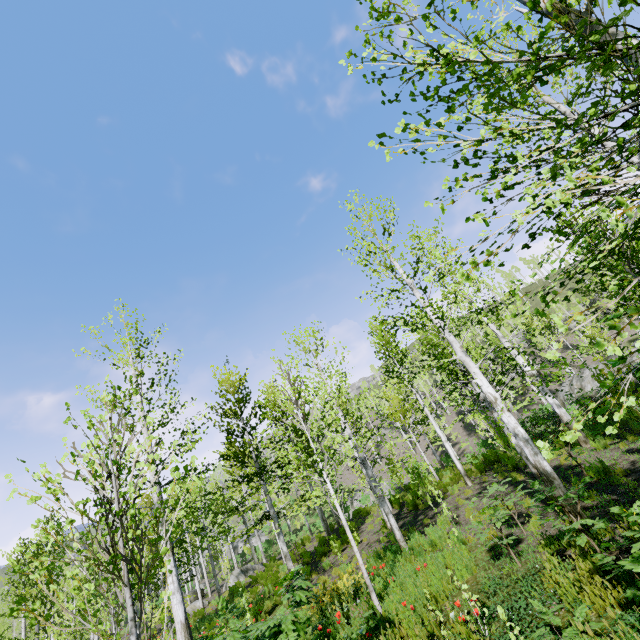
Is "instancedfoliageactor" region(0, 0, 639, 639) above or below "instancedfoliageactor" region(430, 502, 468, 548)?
above

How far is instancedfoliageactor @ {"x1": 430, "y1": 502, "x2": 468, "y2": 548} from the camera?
7.5 meters

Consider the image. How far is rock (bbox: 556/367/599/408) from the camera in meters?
18.8 m

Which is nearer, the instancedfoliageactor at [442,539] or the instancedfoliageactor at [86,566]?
the instancedfoliageactor at [86,566]

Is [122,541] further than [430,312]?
No

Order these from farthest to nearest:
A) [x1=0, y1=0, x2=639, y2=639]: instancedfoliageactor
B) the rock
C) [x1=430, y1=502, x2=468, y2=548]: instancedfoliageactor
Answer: the rock → [x1=430, y1=502, x2=468, y2=548]: instancedfoliageactor → [x1=0, y1=0, x2=639, y2=639]: instancedfoliageactor

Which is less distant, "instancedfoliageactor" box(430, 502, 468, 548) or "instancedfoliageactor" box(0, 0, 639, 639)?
"instancedfoliageactor" box(0, 0, 639, 639)

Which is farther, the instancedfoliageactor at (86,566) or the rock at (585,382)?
the rock at (585,382)
